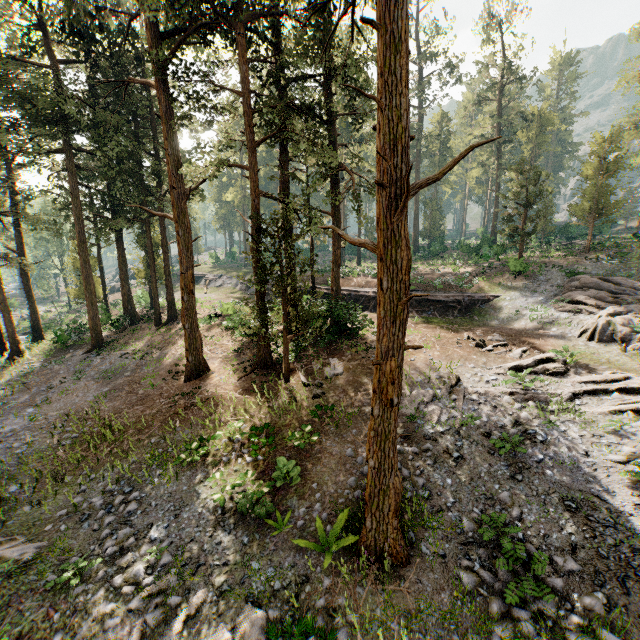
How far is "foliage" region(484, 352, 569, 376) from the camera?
15.0 meters

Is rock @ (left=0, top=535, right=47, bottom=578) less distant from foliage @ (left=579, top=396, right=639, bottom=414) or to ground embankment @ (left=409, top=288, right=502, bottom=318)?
foliage @ (left=579, top=396, right=639, bottom=414)

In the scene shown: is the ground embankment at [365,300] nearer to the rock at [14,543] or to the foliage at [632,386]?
the foliage at [632,386]

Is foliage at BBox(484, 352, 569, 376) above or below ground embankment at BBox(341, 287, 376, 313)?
below

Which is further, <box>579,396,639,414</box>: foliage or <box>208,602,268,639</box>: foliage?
<box>579,396,639,414</box>: foliage

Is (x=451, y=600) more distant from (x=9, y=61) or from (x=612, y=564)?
(x=9, y=61)

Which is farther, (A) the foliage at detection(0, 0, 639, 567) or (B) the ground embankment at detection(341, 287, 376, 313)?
(B) the ground embankment at detection(341, 287, 376, 313)
